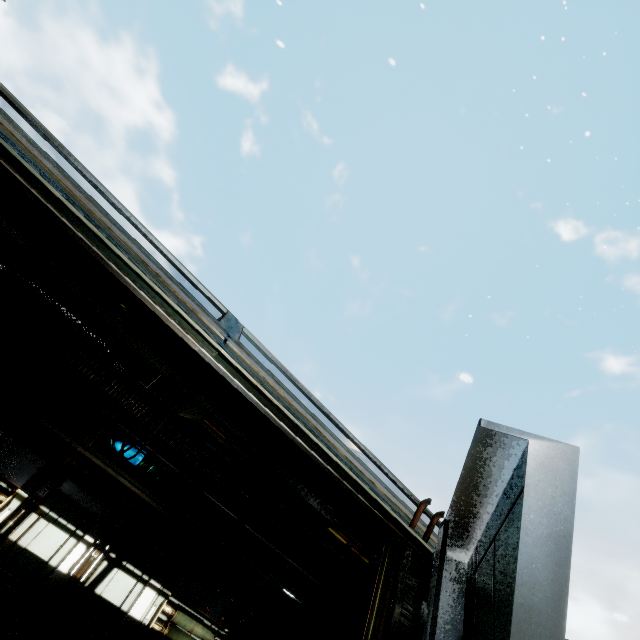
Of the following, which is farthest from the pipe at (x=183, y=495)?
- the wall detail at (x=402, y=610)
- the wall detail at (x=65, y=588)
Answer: the wall detail at (x=402, y=610)

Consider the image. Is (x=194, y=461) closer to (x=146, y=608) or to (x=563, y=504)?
(x=146, y=608)

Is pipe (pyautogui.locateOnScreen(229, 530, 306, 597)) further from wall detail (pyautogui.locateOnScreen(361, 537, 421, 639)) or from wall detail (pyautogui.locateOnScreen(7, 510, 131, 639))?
wall detail (pyautogui.locateOnScreen(361, 537, 421, 639))

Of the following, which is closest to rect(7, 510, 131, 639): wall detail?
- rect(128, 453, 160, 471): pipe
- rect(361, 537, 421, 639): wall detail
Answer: rect(128, 453, 160, 471): pipe

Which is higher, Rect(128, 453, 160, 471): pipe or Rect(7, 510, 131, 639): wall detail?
Rect(128, 453, 160, 471): pipe

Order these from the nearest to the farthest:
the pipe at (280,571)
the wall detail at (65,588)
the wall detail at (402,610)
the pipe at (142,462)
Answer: the wall detail at (402,610) → the wall detail at (65,588) → the pipe at (142,462) → the pipe at (280,571)
